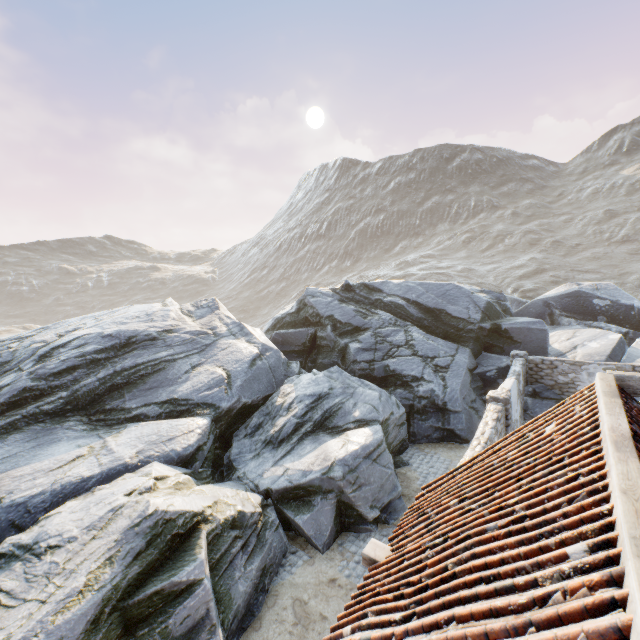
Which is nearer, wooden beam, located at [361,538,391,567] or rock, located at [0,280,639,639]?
wooden beam, located at [361,538,391,567]

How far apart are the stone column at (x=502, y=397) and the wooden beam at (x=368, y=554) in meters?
7.5 m

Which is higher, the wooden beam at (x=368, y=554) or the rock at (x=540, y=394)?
A: the wooden beam at (x=368, y=554)

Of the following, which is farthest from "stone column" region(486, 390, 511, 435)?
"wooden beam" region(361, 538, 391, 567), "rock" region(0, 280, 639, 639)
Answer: "wooden beam" region(361, 538, 391, 567)

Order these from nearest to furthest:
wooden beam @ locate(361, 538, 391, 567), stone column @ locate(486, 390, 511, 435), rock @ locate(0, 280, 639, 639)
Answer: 1. wooden beam @ locate(361, 538, 391, 567)
2. rock @ locate(0, 280, 639, 639)
3. stone column @ locate(486, 390, 511, 435)

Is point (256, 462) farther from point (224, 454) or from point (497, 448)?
point (497, 448)

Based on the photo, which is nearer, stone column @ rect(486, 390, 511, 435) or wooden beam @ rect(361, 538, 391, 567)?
wooden beam @ rect(361, 538, 391, 567)
